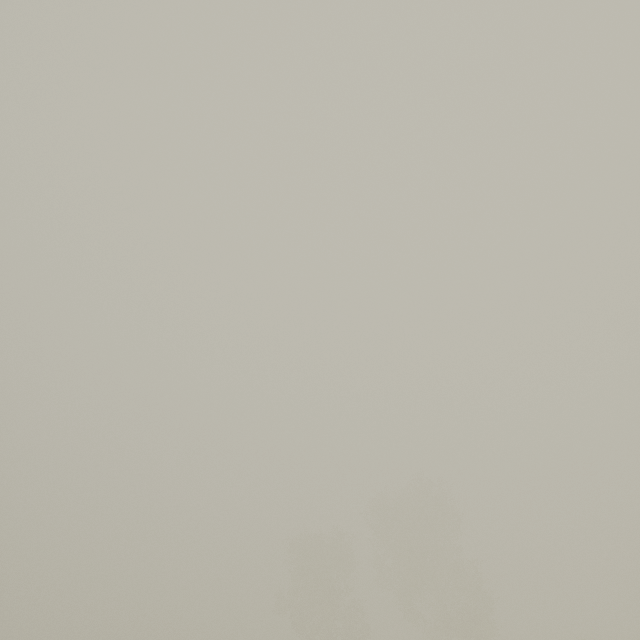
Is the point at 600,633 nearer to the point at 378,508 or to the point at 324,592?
the point at 378,508
